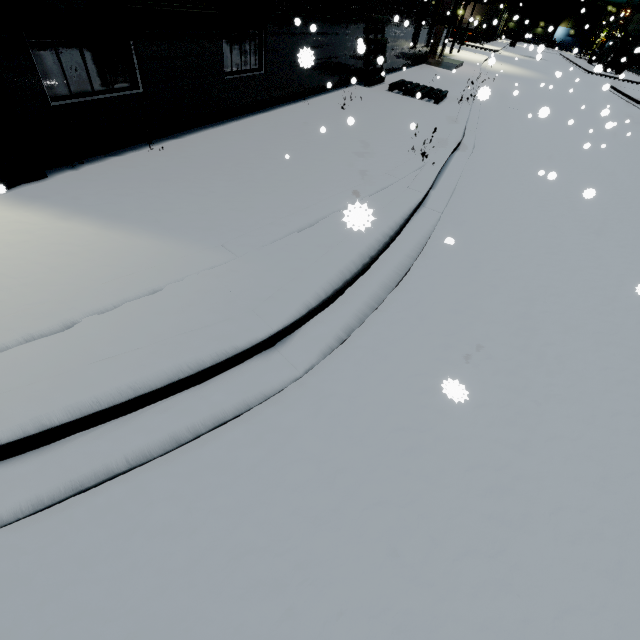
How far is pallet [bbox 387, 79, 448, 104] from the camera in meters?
11.5 m

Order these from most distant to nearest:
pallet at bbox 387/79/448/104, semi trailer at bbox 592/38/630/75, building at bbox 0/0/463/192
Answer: semi trailer at bbox 592/38/630/75 < pallet at bbox 387/79/448/104 < building at bbox 0/0/463/192

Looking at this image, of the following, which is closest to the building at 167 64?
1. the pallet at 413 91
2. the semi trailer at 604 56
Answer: the semi trailer at 604 56

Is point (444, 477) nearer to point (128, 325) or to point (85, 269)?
point (128, 325)

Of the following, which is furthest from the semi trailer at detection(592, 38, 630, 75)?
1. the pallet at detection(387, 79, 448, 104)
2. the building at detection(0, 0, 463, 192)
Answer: the pallet at detection(387, 79, 448, 104)
